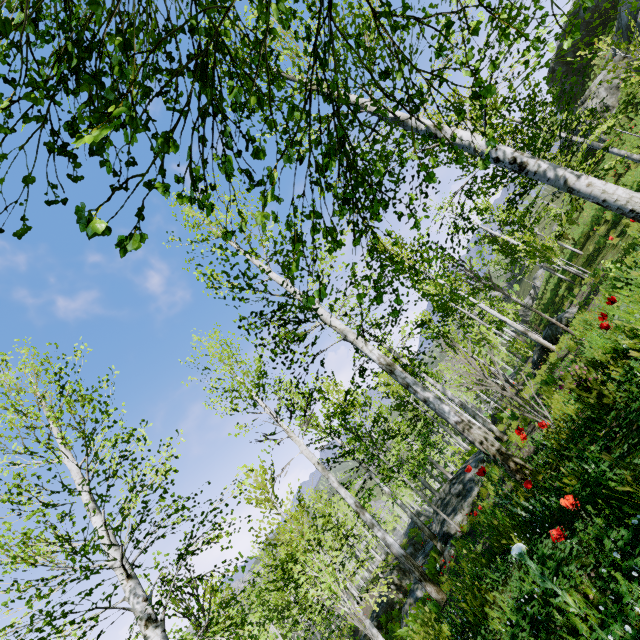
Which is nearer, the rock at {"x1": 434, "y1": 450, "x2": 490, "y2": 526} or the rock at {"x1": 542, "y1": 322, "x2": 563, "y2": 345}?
the rock at {"x1": 434, "y1": 450, "x2": 490, "y2": 526}

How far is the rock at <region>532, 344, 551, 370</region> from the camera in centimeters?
1483cm

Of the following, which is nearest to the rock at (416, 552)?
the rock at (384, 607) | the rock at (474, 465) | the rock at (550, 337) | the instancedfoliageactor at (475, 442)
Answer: the rock at (384, 607)

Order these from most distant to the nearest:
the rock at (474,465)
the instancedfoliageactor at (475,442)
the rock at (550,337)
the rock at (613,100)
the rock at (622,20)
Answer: the rock at (613,100), the rock at (622,20), the rock at (550,337), the rock at (474,465), the instancedfoliageactor at (475,442)

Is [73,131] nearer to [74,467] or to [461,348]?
[461,348]

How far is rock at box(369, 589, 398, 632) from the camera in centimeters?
1917cm

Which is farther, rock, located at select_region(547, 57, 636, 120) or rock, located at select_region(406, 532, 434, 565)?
rock, located at select_region(547, 57, 636, 120)

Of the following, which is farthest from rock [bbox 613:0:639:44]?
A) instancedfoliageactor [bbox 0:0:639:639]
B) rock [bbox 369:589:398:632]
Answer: rock [bbox 369:589:398:632]
